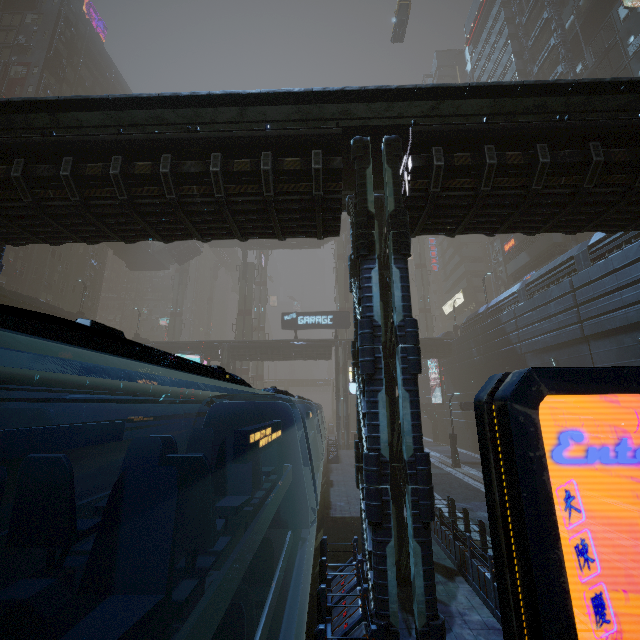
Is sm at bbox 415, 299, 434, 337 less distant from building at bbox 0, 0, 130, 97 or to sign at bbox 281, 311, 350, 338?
building at bbox 0, 0, 130, 97

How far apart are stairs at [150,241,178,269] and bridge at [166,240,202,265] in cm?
1

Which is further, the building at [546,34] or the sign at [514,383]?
the building at [546,34]

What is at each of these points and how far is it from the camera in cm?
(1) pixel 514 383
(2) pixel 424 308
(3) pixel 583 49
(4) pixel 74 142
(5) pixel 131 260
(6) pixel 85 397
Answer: (1) sign, 176
(2) sm, 5969
(3) building, 3281
(4) building, 857
(5) bridge, 4847
(6) train, 1085

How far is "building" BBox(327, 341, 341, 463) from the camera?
27.0 meters

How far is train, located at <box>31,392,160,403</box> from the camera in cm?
967

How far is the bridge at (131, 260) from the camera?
44.0m

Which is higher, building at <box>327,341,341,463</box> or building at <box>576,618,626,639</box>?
building at <box>576,618,626,639</box>
